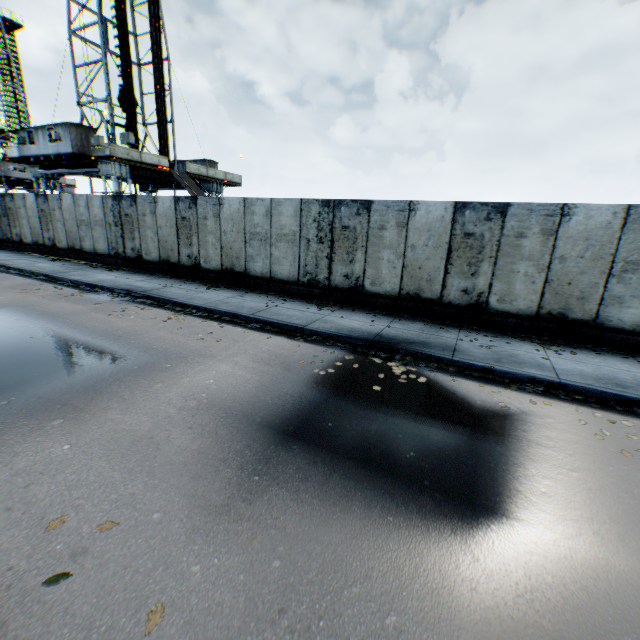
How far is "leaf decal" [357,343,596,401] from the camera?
6.02m

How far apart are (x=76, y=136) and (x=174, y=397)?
25.1m

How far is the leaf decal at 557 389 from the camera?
6.02m
